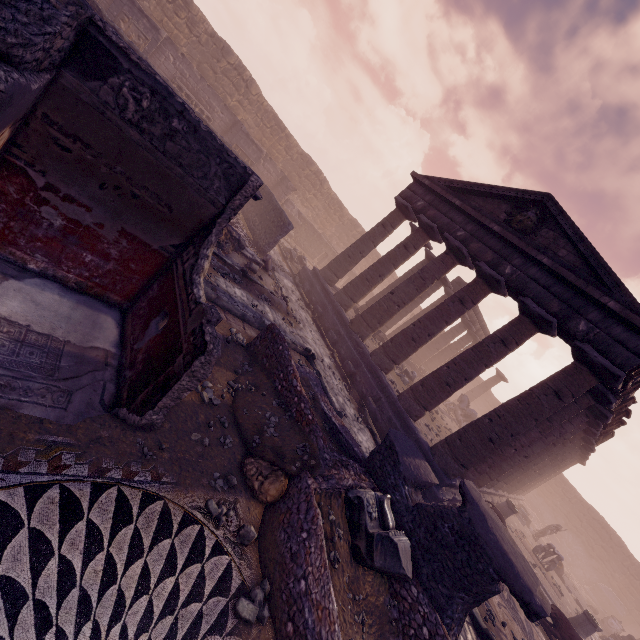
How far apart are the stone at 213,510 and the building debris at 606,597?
37.4 meters

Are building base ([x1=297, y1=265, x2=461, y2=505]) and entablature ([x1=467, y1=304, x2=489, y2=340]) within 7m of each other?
yes

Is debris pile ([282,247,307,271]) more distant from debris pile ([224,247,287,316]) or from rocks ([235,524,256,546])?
rocks ([235,524,256,546])

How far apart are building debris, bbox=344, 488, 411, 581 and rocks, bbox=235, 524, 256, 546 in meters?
1.7 m

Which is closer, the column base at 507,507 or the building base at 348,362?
the building base at 348,362

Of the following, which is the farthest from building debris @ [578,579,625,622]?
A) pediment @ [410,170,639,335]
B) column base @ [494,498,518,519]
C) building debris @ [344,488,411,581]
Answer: building debris @ [344,488,411,581]

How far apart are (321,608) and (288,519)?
0.96m

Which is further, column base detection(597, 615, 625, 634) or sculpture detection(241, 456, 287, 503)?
column base detection(597, 615, 625, 634)
